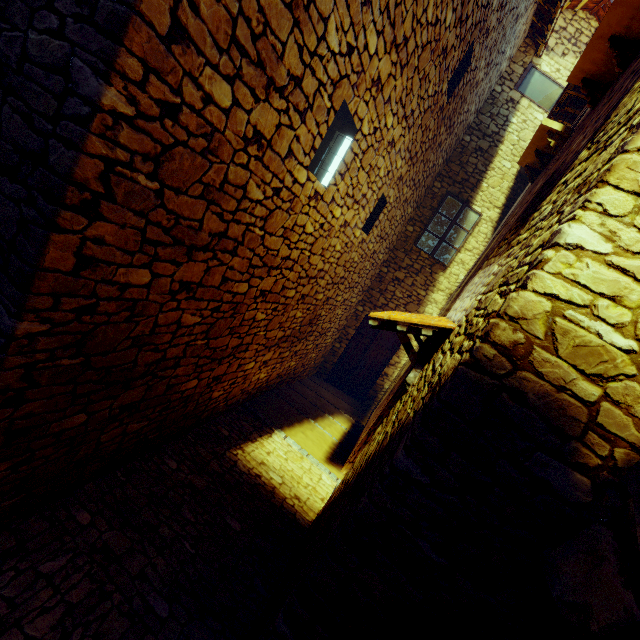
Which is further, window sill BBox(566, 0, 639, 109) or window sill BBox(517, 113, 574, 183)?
window sill BBox(517, 113, 574, 183)

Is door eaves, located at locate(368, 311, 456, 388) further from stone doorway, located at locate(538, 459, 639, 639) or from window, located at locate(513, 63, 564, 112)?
window, located at locate(513, 63, 564, 112)

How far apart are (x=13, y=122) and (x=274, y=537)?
4.05m

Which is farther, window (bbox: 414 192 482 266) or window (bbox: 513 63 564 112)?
window (bbox: 414 192 482 266)

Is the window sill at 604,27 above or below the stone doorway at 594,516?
above

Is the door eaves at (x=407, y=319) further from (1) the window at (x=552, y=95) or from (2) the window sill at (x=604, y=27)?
(1) the window at (x=552, y=95)

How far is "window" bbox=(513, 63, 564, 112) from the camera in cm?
761

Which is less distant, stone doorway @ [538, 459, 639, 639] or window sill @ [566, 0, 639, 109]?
stone doorway @ [538, 459, 639, 639]
